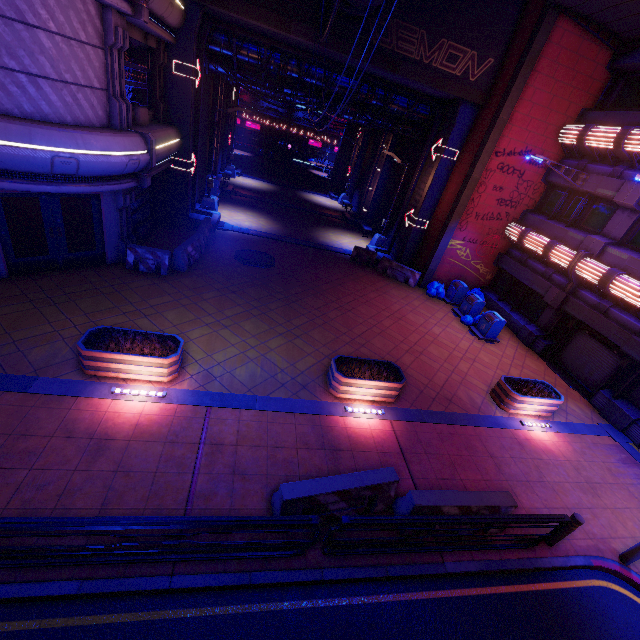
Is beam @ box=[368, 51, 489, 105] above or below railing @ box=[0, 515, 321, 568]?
above

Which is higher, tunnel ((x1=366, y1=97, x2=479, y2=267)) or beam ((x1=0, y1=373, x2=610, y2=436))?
tunnel ((x1=366, y1=97, x2=479, y2=267))

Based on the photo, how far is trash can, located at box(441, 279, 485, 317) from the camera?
16.3m

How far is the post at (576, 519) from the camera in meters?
6.7

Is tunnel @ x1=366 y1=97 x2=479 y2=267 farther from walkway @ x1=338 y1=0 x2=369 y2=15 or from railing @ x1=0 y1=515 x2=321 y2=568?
railing @ x1=0 y1=515 x2=321 y2=568

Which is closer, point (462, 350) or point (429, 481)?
point (429, 481)

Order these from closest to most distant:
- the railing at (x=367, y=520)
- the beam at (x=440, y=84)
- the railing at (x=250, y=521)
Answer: the railing at (x=250, y=521), the railing at (x=367, y=520), the beam at (x=440, y=84)

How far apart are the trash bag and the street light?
5.15m
